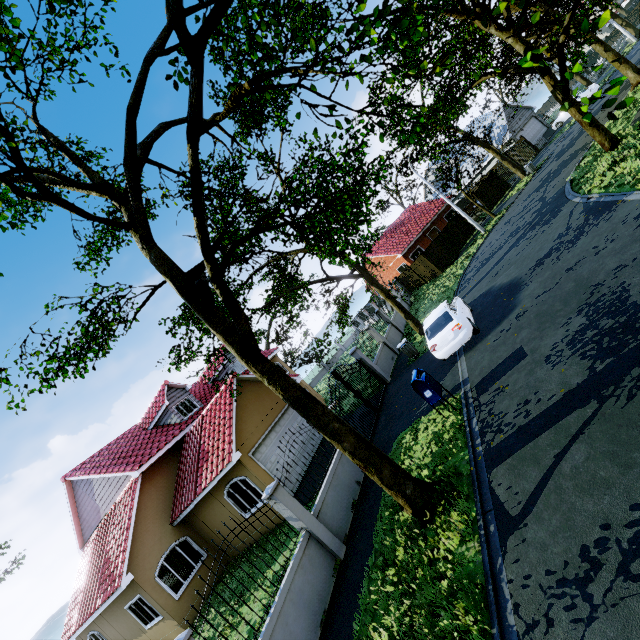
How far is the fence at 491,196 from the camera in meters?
30.7 m

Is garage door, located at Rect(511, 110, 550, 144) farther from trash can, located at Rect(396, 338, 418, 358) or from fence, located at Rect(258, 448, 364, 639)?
trash can, located at Rect(396, 338, 418, 358)

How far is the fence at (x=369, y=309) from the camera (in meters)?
16.56

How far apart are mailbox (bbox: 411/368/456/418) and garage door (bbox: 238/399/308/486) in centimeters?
778cm

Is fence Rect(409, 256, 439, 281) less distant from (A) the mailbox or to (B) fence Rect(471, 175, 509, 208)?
(B) fence Rect(471, 175, 509, 208)

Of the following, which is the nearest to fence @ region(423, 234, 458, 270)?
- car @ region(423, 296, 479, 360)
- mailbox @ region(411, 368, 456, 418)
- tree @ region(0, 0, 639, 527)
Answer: tree @ region(0, 0, 639, 527)

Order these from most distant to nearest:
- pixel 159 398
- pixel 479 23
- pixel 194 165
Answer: pixel 159 398 → pixel 479 23 → pixel 194 165

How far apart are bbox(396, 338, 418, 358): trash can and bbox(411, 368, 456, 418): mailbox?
5.9 meters
